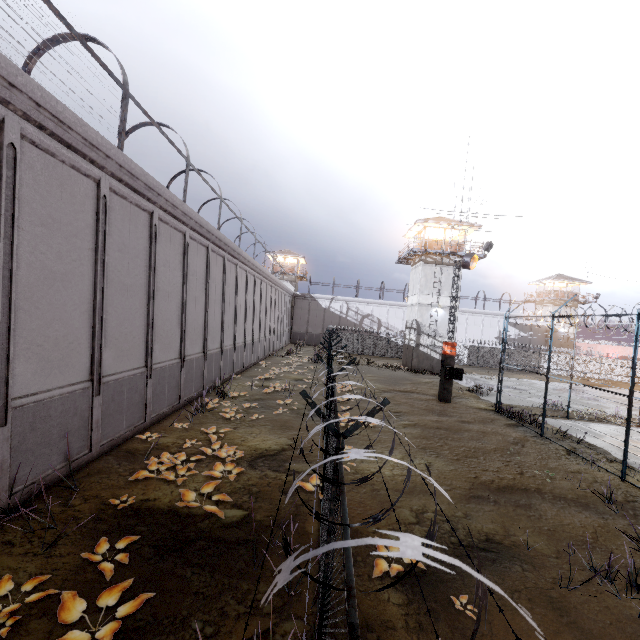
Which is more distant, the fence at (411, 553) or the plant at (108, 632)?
the plant at (108, 632)

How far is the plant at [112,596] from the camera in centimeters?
434cm

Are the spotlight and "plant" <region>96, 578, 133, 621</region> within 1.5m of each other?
no

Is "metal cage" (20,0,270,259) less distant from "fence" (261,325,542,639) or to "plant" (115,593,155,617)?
"fence" (261,325,542,639)

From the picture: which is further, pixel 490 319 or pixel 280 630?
pixel 490 319

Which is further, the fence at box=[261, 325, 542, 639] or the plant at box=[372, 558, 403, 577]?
the plant at box=[372, 558, 403, 577]

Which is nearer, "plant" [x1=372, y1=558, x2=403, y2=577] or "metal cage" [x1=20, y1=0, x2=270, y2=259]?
"plant" [x1=372, y1=558, x2=403, y2=577]

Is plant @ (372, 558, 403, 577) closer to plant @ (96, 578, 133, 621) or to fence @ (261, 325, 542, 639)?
fence @ (261, 325, 542, 639)
